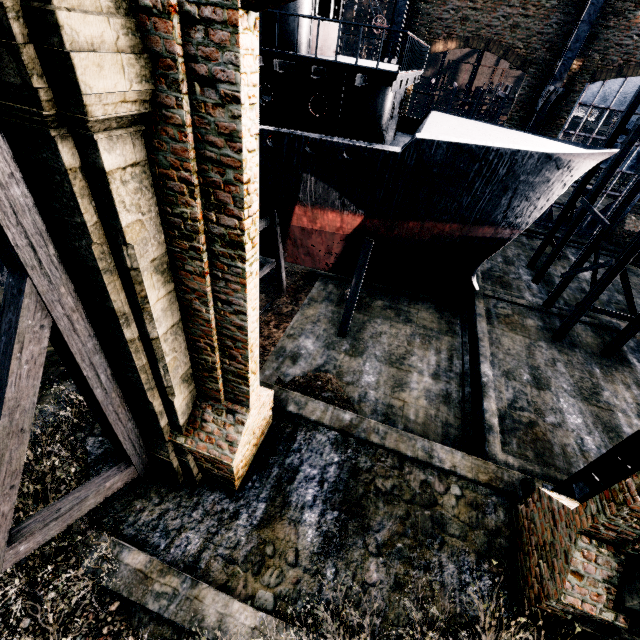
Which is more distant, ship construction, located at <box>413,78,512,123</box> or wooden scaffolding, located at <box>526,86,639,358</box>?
ship construction, located at <box>413,78,512,123</box>

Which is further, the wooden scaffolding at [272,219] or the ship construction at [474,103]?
the ship construction at [474,103]

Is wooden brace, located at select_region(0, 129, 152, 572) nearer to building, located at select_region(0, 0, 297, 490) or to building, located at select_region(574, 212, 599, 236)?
building, located at select_region(574, 212, 599, 236)

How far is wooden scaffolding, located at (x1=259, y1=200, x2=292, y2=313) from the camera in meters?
15.3 m

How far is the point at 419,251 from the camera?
17.8m

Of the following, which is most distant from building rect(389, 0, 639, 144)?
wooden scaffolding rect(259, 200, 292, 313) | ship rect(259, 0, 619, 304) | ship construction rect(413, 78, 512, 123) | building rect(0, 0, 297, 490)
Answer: building rect(0, 0, 297, 490)

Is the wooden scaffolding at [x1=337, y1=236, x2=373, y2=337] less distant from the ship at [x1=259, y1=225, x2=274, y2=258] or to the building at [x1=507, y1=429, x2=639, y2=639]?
the ship at [x1=259, y1=225, x2=274, y2=258]

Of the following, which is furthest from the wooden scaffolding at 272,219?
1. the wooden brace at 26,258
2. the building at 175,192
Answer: the building at 175,192
